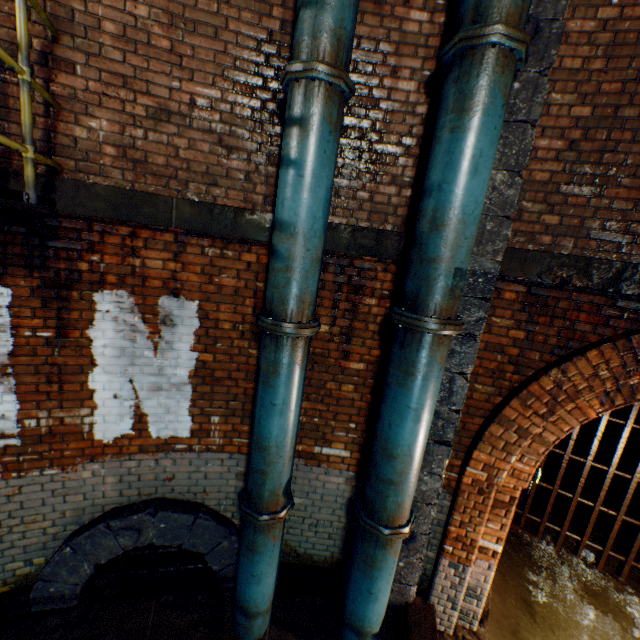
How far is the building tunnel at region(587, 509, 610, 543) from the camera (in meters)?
6.47

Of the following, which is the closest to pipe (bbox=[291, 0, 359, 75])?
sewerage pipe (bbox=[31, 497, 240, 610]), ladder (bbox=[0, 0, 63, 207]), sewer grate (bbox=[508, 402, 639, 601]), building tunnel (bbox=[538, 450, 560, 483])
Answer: ladder (bbox=[0, 0, 63, 207])

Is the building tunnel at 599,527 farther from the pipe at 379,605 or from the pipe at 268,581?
the pipe at 268,581

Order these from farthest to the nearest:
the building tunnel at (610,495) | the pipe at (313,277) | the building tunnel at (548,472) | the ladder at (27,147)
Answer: the building tunnel at (548,472), the building tunnel at (610,495), the pipe at (313,277), the ladder at (27,147)

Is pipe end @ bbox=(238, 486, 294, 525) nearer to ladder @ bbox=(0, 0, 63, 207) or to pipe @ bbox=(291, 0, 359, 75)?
ladder @ bbox=(0, 0, 63, 207)

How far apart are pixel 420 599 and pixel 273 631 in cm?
179

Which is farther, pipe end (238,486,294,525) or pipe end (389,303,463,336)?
pipe end (238,486,294,525)

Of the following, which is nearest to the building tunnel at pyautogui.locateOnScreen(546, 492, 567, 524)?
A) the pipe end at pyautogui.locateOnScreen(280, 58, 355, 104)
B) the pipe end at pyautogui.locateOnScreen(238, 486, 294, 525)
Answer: the pipe end at pyautogui.locateOnScreen(238, 486, 294, 525)
